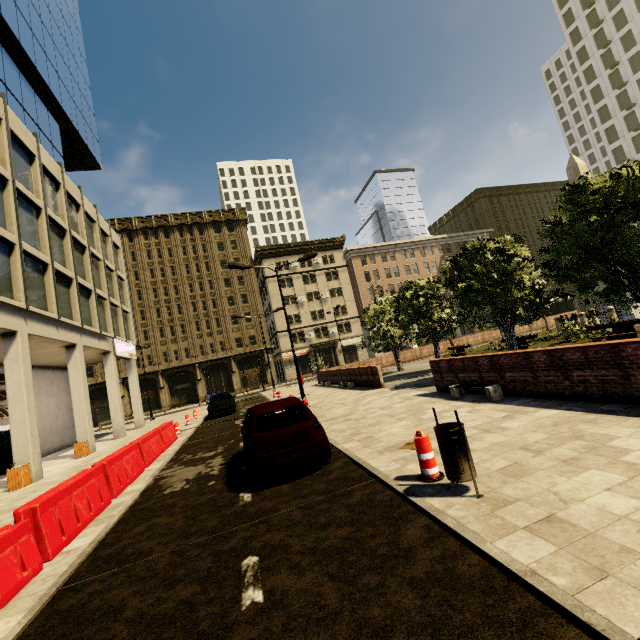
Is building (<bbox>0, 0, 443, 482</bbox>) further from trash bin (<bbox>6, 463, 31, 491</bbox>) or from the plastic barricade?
the plastic barricade

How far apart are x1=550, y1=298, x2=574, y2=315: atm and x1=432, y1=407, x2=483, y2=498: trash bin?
45.0 meters

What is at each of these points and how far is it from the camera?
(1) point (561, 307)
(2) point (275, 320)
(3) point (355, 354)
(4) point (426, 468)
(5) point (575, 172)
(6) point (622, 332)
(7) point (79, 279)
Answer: (1) atm, 39.91m
(2) building, 50.44m
(3) building, 52.81m
(4) plastic barricade, 4.93m
(5) obelisk, 22.02m
(6) bench, 14.11m
(7) building, 19.22m

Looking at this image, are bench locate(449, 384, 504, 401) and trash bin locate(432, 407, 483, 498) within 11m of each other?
yes

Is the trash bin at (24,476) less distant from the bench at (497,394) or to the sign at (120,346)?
the sign at (120,346)

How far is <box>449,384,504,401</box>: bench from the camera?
8.9m

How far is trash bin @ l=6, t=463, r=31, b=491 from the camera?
11.8 meters

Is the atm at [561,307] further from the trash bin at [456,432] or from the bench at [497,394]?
the trash bin at [456,432]
